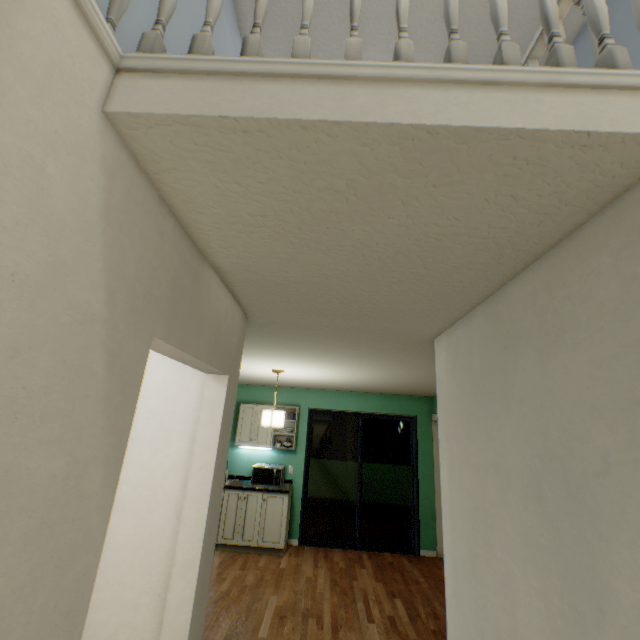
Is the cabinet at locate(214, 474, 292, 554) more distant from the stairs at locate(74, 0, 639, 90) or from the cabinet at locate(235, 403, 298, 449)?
the stairs at locate(74, 0, 639, 90)

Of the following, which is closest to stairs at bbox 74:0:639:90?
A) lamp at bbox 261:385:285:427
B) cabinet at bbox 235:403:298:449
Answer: lamp at bbox 261:385:285:427

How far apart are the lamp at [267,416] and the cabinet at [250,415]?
1.5 meters

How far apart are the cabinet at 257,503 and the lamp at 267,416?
1.6m

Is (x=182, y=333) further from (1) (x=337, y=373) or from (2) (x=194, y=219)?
(1) (x=337, y=373)

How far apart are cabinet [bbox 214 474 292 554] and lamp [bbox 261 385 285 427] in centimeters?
160cm

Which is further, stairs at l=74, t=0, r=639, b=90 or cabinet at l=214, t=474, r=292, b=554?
cabinet at l=214, t=474, r=292, b=554
